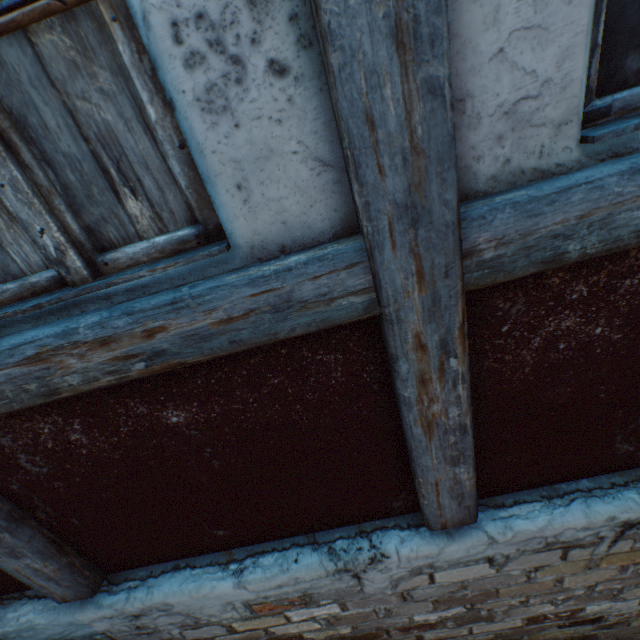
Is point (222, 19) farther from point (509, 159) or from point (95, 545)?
point (95, 545)

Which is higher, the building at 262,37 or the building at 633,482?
the building at 262,37

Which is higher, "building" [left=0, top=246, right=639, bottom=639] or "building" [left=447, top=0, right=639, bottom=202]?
"building" [left=447, top=0, right=639, bottom=202]
